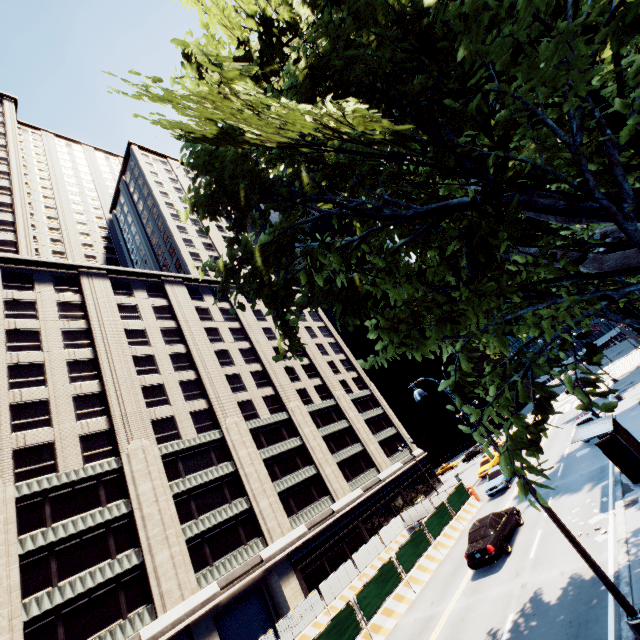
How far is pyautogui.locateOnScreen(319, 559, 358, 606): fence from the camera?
23.2m

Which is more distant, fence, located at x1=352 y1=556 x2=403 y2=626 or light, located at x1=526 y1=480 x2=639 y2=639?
fence, located at x1=352 y1=556 x2=403 y2=626

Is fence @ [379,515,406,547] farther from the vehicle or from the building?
the building

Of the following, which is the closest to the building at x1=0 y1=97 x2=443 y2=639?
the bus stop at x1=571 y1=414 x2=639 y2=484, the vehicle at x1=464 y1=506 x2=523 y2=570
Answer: the vehicle at x1=464 y1=506 x2=523 y2=570

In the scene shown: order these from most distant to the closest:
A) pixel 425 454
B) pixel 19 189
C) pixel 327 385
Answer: pixel 425 454 < pixel 327 385 < pixel 19 189

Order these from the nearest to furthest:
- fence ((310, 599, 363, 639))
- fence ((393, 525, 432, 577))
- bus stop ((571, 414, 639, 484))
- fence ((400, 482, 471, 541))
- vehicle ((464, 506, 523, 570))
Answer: bus stop ((571, 414, 639, 484))
fence ((310, 599, 363, 639))
vehicle ((464, 506, 523, 570))
fence ((393, 525, 432, 577))
fence ((400, 482, 471, 541))

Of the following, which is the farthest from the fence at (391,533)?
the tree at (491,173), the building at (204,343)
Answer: the tree at (491,173)

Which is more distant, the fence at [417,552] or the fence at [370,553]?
the fence at [370,553]
